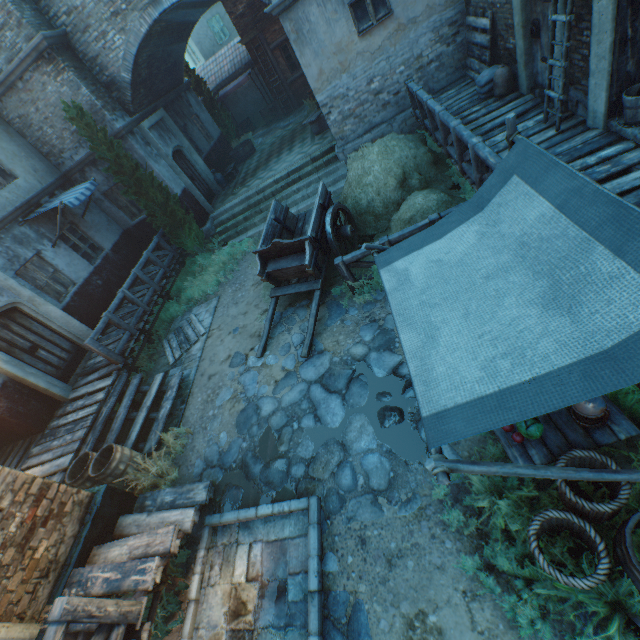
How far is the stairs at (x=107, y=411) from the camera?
7.1 meters

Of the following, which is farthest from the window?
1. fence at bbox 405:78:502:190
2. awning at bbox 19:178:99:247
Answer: awning at bbox 19:178:99:247

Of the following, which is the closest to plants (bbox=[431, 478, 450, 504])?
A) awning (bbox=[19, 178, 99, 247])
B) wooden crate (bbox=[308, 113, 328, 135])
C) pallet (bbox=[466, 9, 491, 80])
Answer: pallet (bbox=[466, 9, 491, 80])

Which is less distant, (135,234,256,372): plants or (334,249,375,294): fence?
(334,249,375,294): fence

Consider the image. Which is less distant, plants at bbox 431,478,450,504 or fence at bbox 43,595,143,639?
fence at bbox 43,595,143,639

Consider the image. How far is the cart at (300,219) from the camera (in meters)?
7.11

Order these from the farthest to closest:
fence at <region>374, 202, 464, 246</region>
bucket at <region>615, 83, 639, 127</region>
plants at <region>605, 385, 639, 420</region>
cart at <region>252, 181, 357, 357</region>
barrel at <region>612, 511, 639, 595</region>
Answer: cart at <region>252, 181, 357, 357</region>
fence at <region>374, 202, 464, 246</region>
bucket at <region>615, 83, 639, 127</region>
plants at <region>605, 385, 639, 420</region>
barrel at <region>612, 511, 639, 595</region>

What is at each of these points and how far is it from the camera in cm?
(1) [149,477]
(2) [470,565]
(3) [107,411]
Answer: (1) plants, 621
(2) plants, 338
(3) stairs, 756
